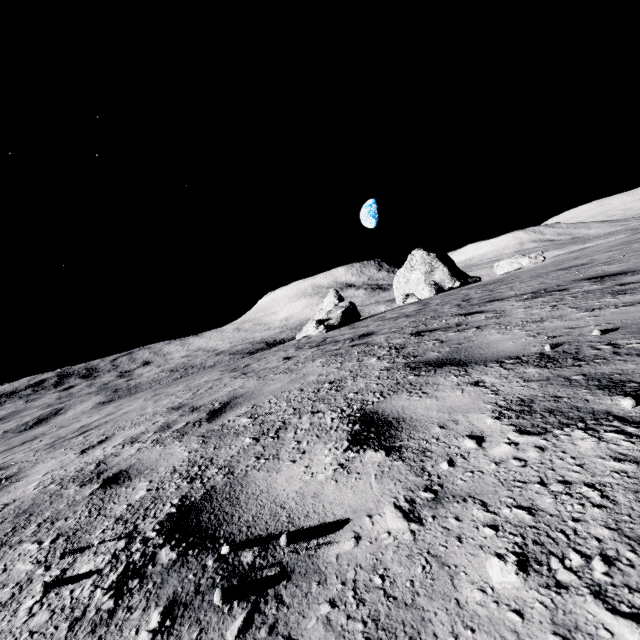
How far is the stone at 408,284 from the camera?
30.88m

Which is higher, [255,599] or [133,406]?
[255,599]

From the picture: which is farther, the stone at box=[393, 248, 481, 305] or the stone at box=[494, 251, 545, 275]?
the stone at box=[393, 248, 481, 305]

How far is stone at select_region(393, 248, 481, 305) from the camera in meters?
30.9

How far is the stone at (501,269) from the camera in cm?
2241

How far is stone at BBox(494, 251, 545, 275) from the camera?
22.4m
